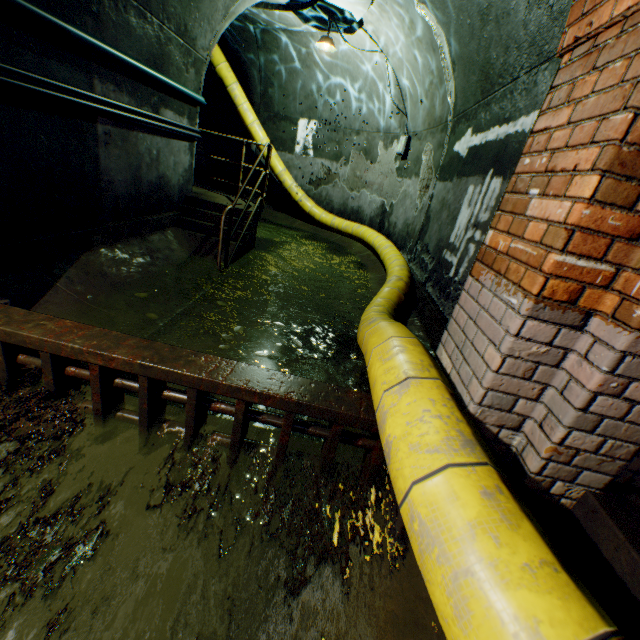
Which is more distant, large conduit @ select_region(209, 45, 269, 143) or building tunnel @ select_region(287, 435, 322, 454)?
large conduit @ select_region(209, 45, 269, 143)

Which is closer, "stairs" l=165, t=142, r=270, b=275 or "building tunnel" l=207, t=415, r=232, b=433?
"building tunnel" l=207, t=415, r=232, b=433

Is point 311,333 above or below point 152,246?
below

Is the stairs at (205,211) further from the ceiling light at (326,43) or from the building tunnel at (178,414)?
the ceiling light at (326,43)

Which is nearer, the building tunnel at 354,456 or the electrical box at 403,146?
the building tunnel at 354,456

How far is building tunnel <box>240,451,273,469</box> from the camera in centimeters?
227cm

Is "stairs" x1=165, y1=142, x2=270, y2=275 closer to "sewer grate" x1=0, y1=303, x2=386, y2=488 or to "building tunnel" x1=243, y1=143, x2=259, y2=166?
"building tunnel" x1=243, y1=143, x2=259, y2=166

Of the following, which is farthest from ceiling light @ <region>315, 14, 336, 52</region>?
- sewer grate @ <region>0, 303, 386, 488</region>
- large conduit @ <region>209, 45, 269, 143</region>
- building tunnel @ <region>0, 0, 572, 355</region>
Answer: sewer grate @ <region>0, 303, 386, 488</region>
